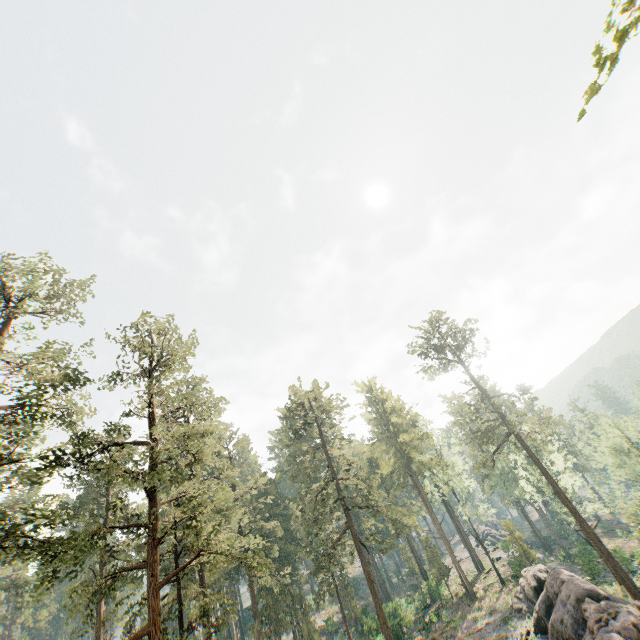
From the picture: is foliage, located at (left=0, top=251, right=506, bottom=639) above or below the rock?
above

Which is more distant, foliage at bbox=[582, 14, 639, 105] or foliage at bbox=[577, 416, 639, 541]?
foliage at bbox=[577, 416, 639, 541]

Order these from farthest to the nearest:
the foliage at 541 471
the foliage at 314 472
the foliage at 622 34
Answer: the foliage at 541 471, the foliage at 314 472, the foliage at 622 34

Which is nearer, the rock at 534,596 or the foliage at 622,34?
the foliage at 622,34

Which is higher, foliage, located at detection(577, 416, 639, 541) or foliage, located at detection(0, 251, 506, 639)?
foliage, located at detection(0, 251, 506, 639)

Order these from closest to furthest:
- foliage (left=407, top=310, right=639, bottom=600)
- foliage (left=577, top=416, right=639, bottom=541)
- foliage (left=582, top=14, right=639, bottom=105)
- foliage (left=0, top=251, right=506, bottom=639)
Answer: foliage (left=582, top=14, right=639, bottom=105)
foliage (left=0, top=251, right=506, bottom=639)
foliage (left=407, top=310, right=639, bottom=600)
foliage (left=577, top=416, right=639, bottom=541)

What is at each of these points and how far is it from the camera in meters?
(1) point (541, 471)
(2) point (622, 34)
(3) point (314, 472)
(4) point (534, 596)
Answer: (1) foliage, 34.9
(2) foliage, 4.1
(3) foliage, 37.7
(4) rock, 30.2
